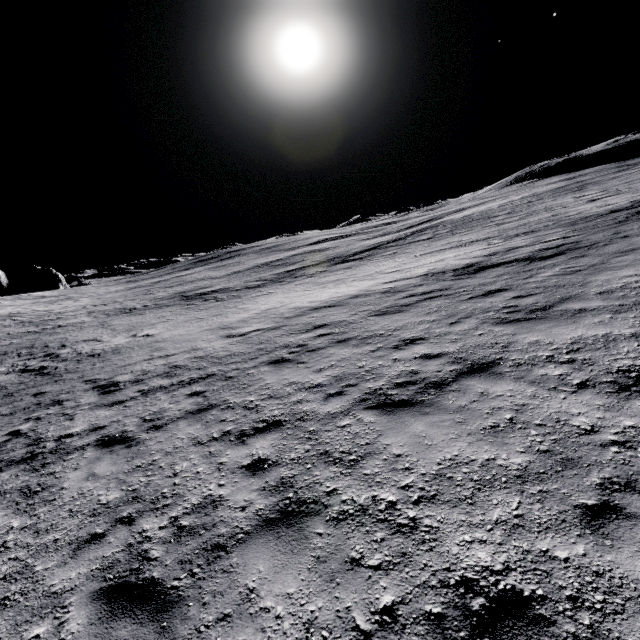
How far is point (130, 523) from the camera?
4.35m
